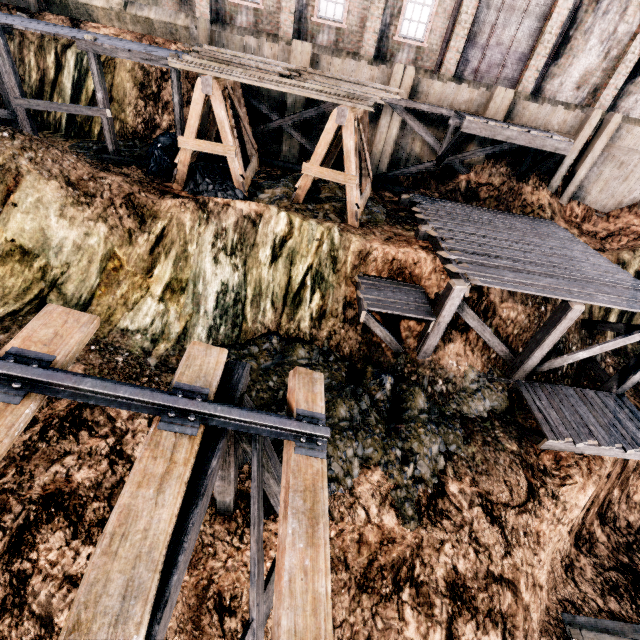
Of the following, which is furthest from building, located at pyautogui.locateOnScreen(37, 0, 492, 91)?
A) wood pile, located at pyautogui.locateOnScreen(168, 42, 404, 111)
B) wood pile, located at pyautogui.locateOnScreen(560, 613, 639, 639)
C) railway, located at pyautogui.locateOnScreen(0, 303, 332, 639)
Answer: wood pile, located at pyautogui.locateOnScreen(560, 613, 639, 639)

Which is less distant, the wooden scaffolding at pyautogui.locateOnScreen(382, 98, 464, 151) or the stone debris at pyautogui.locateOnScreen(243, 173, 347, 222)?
the stone debris at pyautogui.locateOnScreen(243, 173, 347, 222)

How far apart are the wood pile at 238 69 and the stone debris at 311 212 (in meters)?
3.50

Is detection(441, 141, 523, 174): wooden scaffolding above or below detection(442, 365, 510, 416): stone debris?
above

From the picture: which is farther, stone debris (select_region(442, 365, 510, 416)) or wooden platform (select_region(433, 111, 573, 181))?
wooden platform (select_region(433, 111, 573, 181))

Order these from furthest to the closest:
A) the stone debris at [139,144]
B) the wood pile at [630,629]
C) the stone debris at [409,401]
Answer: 1. the stone debris at [139,144]
2. the wood pile at [630,629]
3. the stone debris at [409,401]

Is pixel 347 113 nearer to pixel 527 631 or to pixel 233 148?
pixel 233 148

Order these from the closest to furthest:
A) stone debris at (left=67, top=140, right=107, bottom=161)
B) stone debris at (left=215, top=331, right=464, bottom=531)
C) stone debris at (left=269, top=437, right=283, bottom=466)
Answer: stone debris at (left=269, top=437, right=283, bottom=466), stone debris at (left=215, top=331, right=464, bottom=531), stone debris at (left=67, top=140, right=107, bottom=161)
